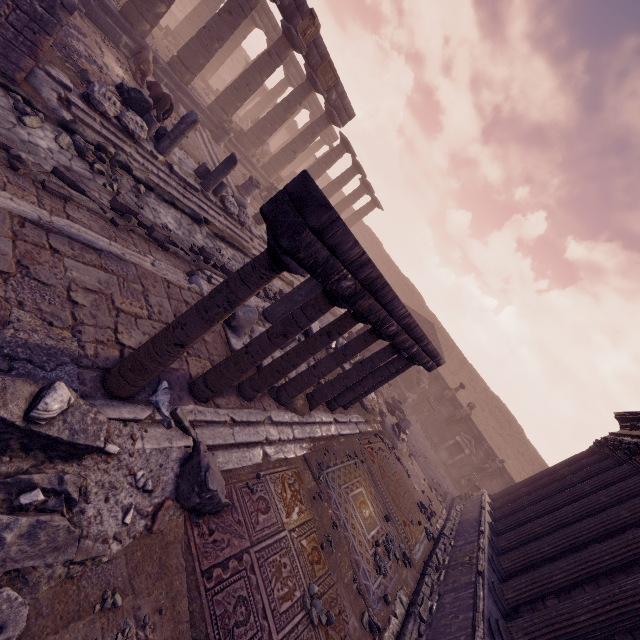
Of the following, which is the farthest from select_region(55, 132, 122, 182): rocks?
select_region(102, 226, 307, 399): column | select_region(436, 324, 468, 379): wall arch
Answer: select_region(436, 324, 468, 379): wall arch

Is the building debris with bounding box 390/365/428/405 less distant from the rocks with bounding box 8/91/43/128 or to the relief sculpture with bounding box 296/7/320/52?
the relief sculpture with bounding box 296/7/320/52

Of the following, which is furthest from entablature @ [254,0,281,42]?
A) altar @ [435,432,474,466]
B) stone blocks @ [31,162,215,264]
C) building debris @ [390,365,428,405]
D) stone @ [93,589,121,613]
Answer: altar @ [435,432,474,466]

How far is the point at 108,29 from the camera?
12.1m

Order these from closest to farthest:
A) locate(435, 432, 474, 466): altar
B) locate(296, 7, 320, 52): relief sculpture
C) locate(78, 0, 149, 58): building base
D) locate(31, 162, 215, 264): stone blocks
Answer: locate(31, 162, 215, 264): stone blocks
locate(78, 0, 149, 58): building base
locate(296, 7, 320, 52): relief sculpture
locate(435, 432, 474, 466): altar

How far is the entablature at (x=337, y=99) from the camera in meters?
17.7 m

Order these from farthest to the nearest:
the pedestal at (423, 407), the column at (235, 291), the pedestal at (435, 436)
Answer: the pedestal at (423, 407), the pedestal at (435, 436), the column at (235, 291)

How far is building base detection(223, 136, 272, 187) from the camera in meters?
17.6
